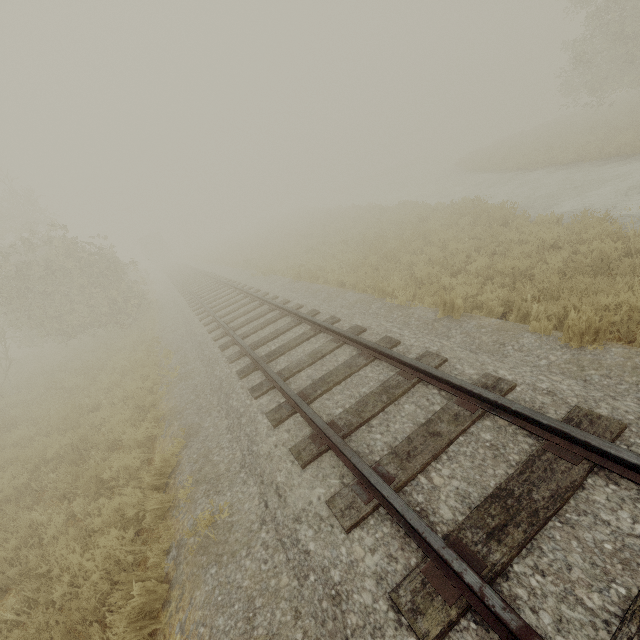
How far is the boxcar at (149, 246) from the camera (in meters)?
50.25

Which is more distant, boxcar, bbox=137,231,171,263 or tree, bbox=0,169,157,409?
boxcar, bbox=137,231,171,263

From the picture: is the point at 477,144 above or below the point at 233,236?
below

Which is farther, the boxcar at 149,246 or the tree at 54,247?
the boxcar at 149,246

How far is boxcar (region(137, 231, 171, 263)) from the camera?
50.25m
